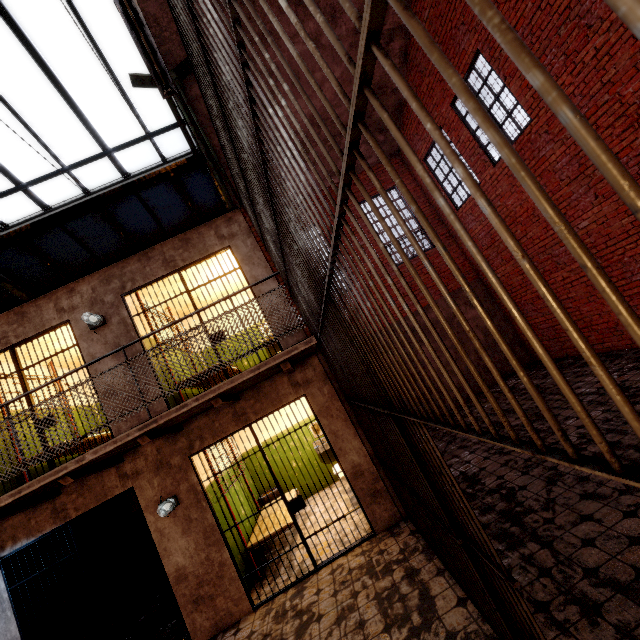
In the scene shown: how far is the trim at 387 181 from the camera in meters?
10.6 m

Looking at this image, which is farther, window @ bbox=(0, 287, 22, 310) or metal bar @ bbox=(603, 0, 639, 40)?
window @ bbox=(0, 287, 22, 310)

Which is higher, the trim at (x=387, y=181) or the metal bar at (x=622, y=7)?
the trim at (x=387, y=181)

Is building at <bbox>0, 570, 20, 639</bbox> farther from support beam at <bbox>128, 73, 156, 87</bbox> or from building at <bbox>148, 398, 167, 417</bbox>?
support beam at <bbox>128, 73, 156, 87</bbox>

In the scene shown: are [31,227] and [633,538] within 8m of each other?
no

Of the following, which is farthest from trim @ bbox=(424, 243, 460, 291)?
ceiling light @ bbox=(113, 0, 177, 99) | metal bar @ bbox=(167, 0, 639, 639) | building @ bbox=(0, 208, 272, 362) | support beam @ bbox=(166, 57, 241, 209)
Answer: ceiling light @ bbox=(113, 0, 177, 99)

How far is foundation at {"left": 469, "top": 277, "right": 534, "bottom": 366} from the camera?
9.65m

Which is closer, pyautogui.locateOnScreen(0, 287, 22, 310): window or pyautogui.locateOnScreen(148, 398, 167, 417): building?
pyautogui.locateOnScreen(148, 398, 167, 417): building
